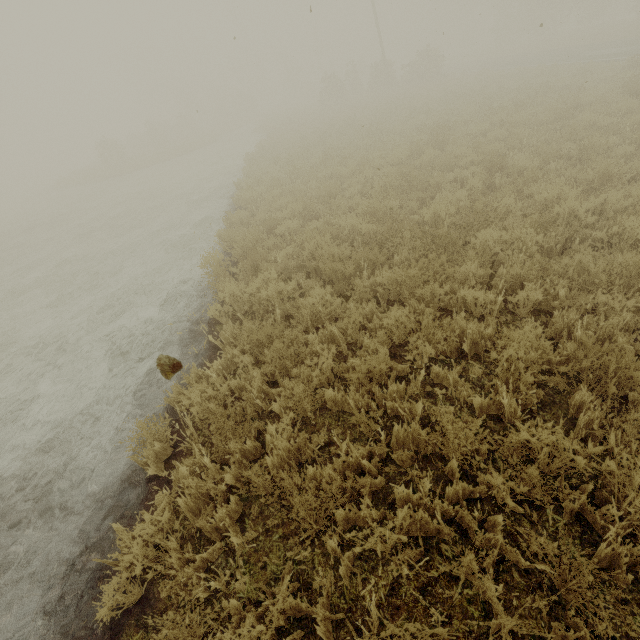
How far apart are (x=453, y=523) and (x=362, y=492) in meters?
0.8 m
